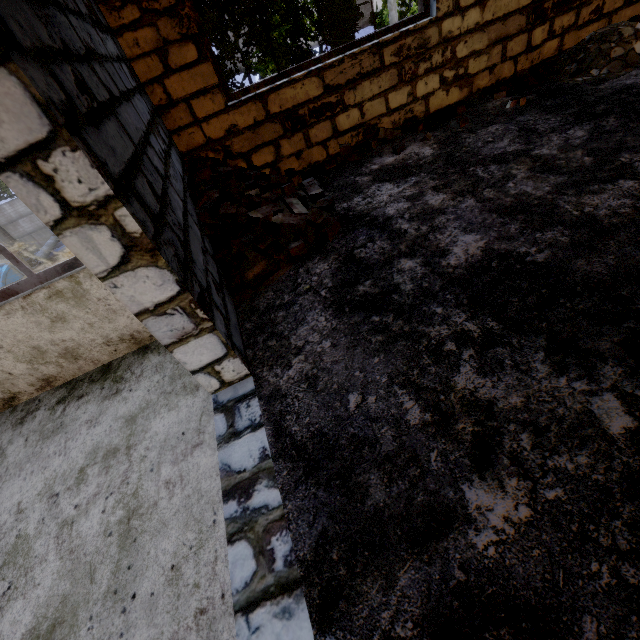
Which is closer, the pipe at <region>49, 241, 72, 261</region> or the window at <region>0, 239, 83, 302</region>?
the window at <region>0, 239, 83, 302</region>

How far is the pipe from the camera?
17.27m

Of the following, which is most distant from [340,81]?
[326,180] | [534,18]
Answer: [534,18]

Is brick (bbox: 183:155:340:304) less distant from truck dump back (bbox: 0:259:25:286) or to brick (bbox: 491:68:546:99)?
→ brick (bbox: 491:68:546:99)

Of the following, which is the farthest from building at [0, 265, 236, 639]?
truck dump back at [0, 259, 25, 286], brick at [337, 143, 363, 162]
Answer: truck dump back at [0, 259, 25, 286]

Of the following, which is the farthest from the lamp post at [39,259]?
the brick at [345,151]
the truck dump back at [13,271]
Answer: the brick at [345,151]

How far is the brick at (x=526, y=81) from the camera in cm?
433

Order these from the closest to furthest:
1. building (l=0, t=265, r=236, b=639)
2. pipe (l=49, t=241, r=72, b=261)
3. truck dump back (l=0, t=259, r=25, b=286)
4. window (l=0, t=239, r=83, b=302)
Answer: building (l=0, t=265, r=236, b=639) < window (l=0, t=239, r=83, b=302) < truck dump back (l=0, t=259, r=25, b=286) < pipe (l=49, t=241, r=72, b=261)
